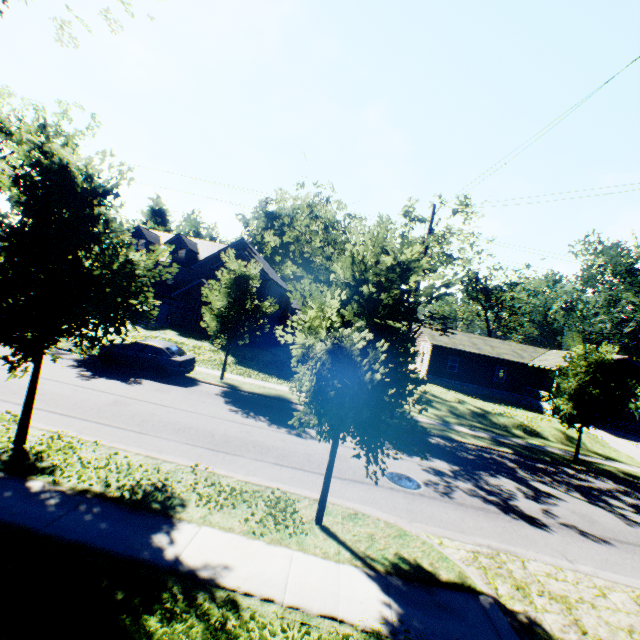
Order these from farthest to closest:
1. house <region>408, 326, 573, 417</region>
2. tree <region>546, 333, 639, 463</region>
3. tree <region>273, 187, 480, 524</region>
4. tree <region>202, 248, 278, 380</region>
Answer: A: house <region>408, 326, 573, 417</region>, tree <region>202, 248, 278, 380</region>, tree <region>546, 333, 639, 463</region>, tree <region>273, 187, 480, 524</region>

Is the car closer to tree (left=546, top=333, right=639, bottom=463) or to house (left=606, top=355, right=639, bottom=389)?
tree (left=546, top=333, right=639, bottom=463)

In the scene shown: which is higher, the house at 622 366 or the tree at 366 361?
the house at 622 366

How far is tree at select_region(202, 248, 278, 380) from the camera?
17.23m

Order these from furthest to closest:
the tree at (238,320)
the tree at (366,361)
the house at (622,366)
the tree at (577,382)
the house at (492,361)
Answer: the house at (492,361) < the house at (622,366) < the tree at (238,320) < the tree at (577,382) < the tree at (366,361)

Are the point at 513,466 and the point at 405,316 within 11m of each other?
no

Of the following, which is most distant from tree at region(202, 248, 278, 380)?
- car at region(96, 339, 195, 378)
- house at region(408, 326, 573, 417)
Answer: house at region(408, 326, 573, 417)
